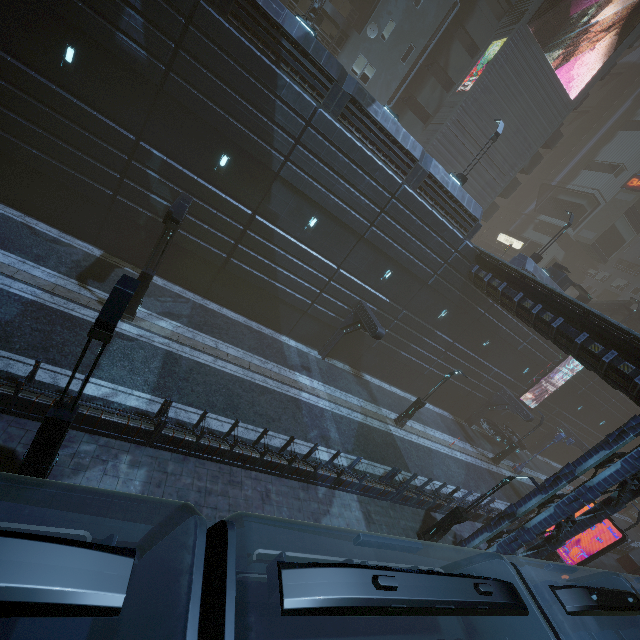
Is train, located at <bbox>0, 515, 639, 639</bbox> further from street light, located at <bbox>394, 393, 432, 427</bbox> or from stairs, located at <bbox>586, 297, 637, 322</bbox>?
stairs, located at <bbox>586, 297, 637, 322</bbox>

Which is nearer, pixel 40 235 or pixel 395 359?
pixel 40 235

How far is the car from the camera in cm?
2947

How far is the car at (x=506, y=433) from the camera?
29.5 meters

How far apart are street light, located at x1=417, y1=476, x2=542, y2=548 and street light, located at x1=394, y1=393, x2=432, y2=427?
7.1 meters

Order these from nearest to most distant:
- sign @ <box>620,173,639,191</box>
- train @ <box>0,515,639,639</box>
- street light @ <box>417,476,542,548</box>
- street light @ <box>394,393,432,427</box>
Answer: train @ <box>0,515,639,639</box>, street light @ <box>417,476,542,548</box>, street light @ <box>394,393,432,427</box>, sign @ <box>620,173,639,191</box>

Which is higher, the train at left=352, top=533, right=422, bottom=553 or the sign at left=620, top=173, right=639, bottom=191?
the sign at left=620, top=173, right=639, bottom=191

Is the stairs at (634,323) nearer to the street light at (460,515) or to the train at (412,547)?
the street light at (460,515)
